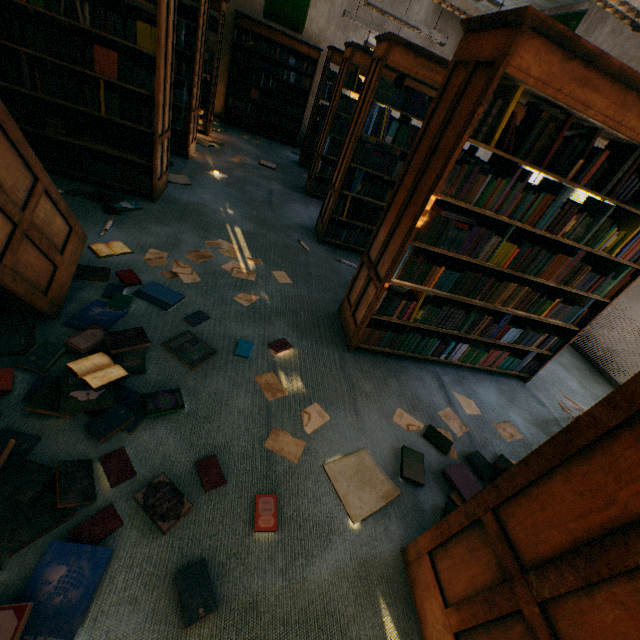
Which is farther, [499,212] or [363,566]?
[499,212]

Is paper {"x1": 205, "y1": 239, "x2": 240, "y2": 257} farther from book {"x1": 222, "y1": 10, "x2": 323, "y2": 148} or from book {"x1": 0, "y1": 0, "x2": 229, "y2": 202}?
book {"x1": 222, "y1": 10, "x2": 323, "y2": 148}

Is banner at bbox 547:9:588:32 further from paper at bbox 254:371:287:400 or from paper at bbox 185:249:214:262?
paper at bbox 254:371:287:400

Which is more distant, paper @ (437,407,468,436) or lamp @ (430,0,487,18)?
lamp @ (430,0,487,18)

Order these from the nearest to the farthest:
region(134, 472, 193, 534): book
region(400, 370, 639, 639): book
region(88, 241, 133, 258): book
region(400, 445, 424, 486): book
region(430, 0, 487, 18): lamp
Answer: region(400, 370, 639, 639): book, region(134, 472, 193, 534): book, region(400, 445, 424, 486): book, region(88, 241, 133, 258): book, region(430, 0, 487, 18): lamp

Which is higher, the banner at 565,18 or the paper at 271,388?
the banner at 565,18

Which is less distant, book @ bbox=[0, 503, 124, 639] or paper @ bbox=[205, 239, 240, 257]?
book @ bbox=[0, 503, 124, 639]

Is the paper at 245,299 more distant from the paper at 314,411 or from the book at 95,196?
the book at 95,196
